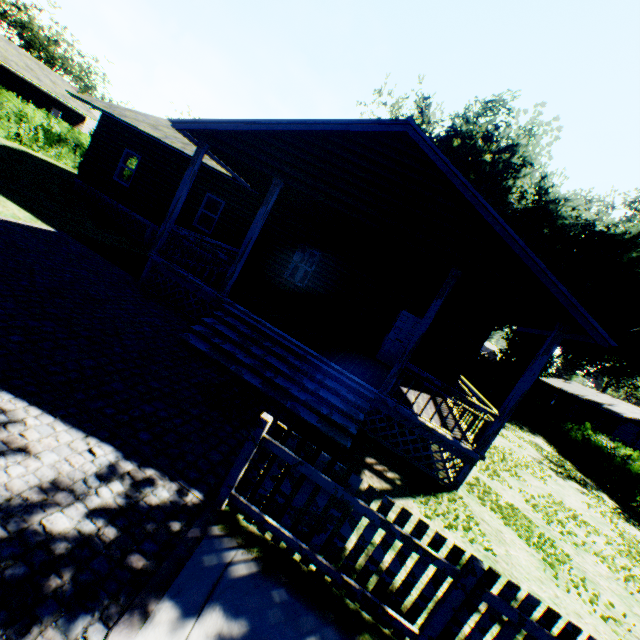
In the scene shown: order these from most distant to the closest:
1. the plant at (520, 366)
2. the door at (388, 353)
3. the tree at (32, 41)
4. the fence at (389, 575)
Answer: the tree at (32, 41) < the plant at (520, 366) < the door at (388, 353) < the fence at (389, 575)

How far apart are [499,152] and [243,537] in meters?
45.0

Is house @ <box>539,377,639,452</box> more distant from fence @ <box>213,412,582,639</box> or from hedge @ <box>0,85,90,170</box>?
hedge @ <box>0,85,90,170</box>

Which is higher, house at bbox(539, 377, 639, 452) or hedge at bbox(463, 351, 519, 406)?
house at bbox(539, 377, 639, 452)

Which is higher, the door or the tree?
the tree

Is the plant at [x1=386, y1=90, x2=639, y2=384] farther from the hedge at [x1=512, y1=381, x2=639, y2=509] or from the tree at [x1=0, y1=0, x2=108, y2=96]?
the hedge at [x1=512, y1=381, x2=639, y2=509]

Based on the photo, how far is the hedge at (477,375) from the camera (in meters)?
27.95

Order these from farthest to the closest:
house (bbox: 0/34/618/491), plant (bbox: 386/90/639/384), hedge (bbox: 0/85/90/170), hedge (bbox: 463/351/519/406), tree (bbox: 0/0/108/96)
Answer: tree (bbox: 0/0/108/96), plant (bbox: 386/90/639/384), hedge (bbox: 463/351/519/406), hedge (bbox: 0/85/90/170), house (bbox: 0/34/618/491)
